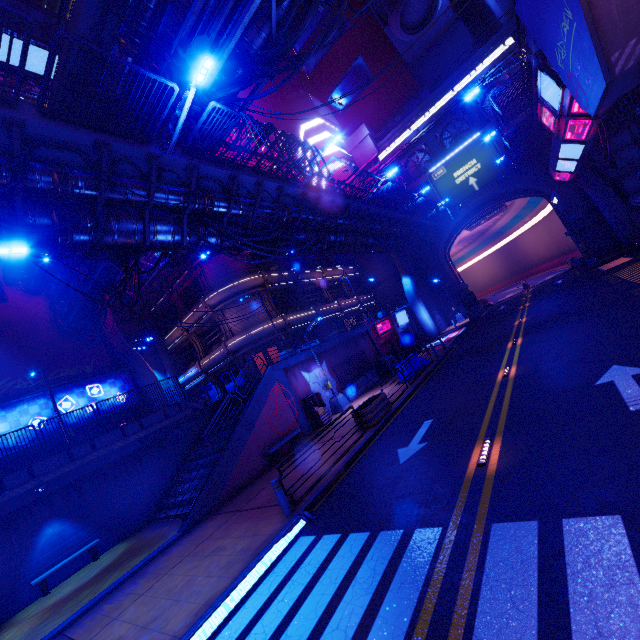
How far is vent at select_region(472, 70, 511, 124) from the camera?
36.5m

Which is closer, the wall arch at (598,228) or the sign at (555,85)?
the sign at (555,85)

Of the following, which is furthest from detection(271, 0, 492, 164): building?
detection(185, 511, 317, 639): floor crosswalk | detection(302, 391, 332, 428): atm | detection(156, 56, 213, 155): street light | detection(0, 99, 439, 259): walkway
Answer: detection(185, 511, 317, 639): floor crosswalk

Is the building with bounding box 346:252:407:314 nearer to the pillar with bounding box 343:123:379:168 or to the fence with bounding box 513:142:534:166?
the pillar with bounding box 343:123:379:168

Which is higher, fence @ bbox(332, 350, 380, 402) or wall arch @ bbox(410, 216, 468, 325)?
wall arch @ bbox(410, 216, 468, 325)

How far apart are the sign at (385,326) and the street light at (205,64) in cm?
2236

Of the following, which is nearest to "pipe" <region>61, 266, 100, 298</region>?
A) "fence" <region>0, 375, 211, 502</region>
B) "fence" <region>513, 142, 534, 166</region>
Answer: "fence" <region>0, 375, 211, 502</region>

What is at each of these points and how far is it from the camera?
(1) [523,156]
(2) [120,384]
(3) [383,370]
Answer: (1) fence, 32.22m
(2) building, 24.72m
(3) generator, 26.41m
